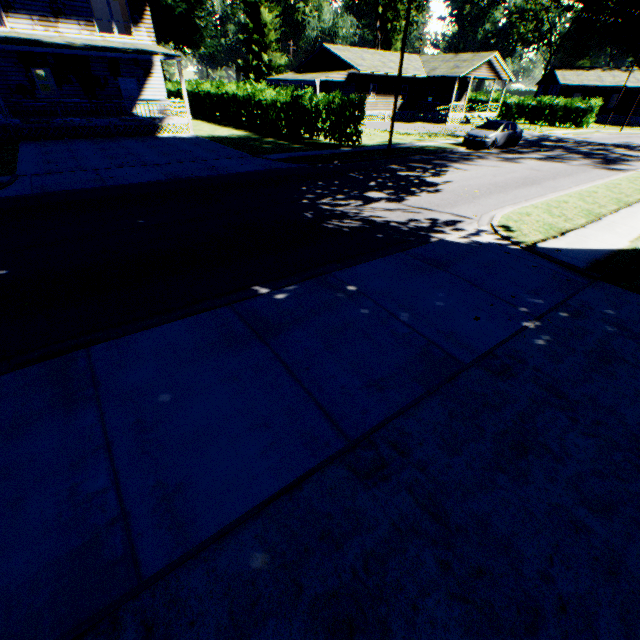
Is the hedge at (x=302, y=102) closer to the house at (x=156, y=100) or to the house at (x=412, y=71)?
the house at (x=156, y=100)

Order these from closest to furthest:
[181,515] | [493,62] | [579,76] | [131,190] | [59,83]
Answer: [181,515] < [131,190] < [59,83] < [493,62] < [579,76]

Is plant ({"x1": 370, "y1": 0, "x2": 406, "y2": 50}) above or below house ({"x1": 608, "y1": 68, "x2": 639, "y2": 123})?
above

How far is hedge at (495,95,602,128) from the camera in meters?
37.3 m

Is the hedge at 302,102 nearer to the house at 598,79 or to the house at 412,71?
the house at 412,71

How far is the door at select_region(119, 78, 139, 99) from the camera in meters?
23.6 m

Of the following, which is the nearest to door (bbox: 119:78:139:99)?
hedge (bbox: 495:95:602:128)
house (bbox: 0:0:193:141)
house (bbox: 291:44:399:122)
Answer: house (bbox: 0:0:193:141)

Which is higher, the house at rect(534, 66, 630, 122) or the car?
the house at rect(534, 66, 630, 122)
